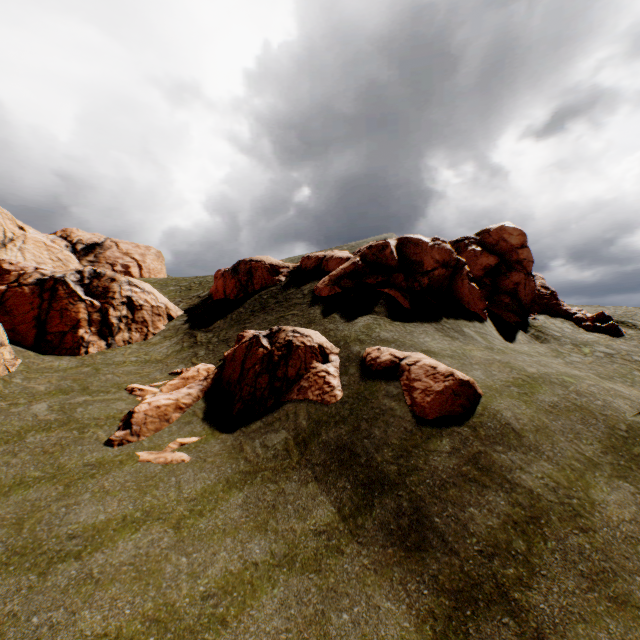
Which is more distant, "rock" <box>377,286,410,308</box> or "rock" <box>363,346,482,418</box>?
"rock" <box>377,286,410,308</box>

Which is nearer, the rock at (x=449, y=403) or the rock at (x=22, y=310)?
the rock at (x=449, y=403)

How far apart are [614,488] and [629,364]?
14.72m

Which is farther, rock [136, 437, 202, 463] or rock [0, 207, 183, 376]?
rock [0, 207, 183, 376]

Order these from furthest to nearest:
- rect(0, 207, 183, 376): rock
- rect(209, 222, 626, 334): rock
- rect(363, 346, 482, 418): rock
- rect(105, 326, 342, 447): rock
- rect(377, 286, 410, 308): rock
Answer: rect(209, 222, 626, 334): rock → rect(0, 207, 183, 376): rock → rect(377, 286, 410, 308): rock → rect(105, 326, 342, 447): rock → rect(363, 346, 482, 418): rock

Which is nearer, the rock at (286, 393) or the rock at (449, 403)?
the rock at (449, 403)

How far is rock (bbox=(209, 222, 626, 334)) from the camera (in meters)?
21.19

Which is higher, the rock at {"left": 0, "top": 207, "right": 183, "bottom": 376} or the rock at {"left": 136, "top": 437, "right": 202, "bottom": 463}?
the rock at {"left": 0, "top": 207, "right": 183, "bottom": 376}
